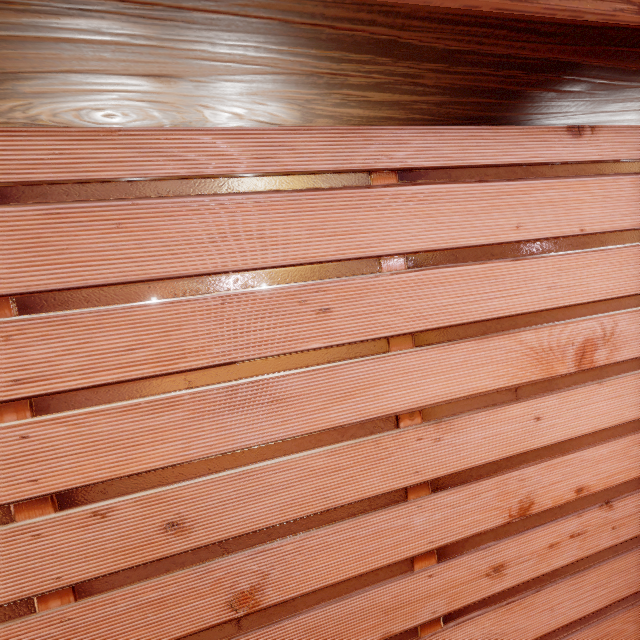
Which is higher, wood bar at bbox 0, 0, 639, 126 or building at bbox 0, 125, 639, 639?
wood bar at bbox 0, 0, 639, 126

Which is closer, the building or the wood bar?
the wood bar

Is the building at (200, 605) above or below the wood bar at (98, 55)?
below

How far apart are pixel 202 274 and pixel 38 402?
1.20m

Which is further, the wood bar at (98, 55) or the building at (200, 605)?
the building at (200, 605)
